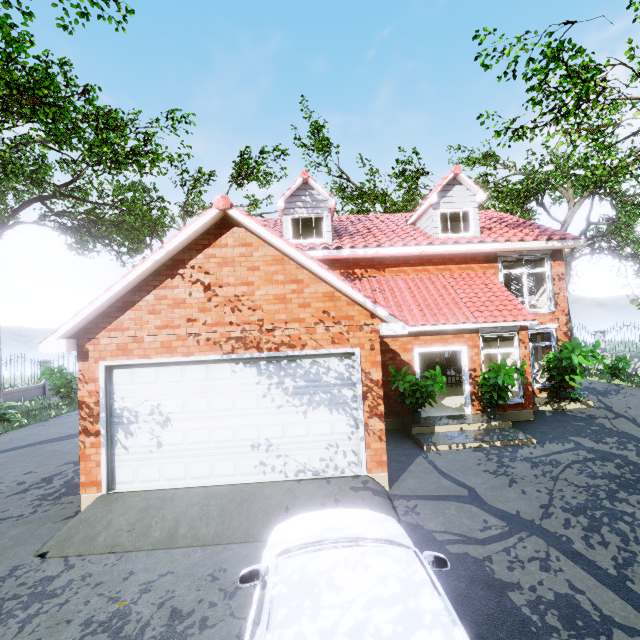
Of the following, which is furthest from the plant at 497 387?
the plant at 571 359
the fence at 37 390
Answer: the fence at 37 390

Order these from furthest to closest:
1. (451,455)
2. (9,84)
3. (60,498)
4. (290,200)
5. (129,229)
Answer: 1. (129,229)
2. (290,200)
3. (9,84)
4. (451,455)
5. (60,498)

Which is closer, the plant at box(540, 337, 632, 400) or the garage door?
the garage door

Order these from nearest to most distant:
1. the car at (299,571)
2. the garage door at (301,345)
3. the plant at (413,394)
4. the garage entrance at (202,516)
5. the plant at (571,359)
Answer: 1. the car at (299,571)
2. the garage entrance at (202,516)
3. the garage door at (301,345)
4. the plant at (413,394)
5. the plant at (571,359)

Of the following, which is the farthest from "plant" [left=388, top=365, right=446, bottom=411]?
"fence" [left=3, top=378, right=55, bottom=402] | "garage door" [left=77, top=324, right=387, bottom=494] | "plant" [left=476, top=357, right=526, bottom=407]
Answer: "fence" [left=3, top=378, right=55, bottom=402]

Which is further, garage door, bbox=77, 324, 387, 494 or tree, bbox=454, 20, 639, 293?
tree, bbox=454, 20, 639, 293

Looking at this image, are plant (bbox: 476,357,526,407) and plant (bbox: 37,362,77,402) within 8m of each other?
no

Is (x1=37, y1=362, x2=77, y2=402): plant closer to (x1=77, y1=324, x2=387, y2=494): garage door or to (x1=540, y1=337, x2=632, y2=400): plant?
(x1=77, y1=324, x2=387, y2=494): garage door
